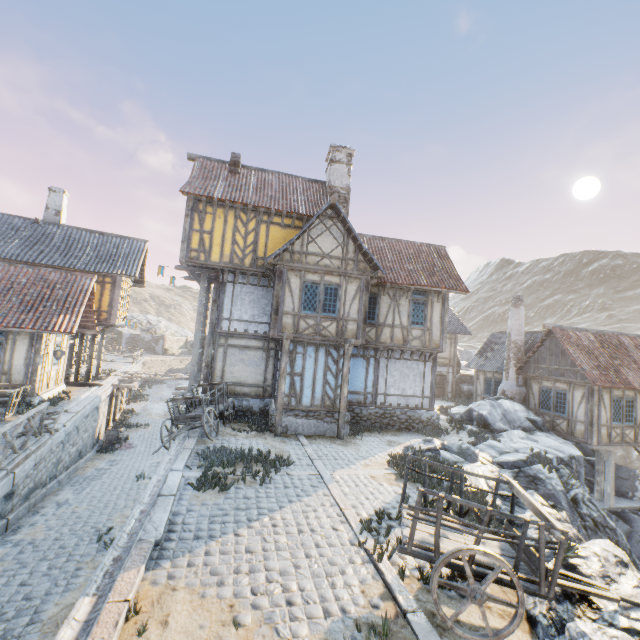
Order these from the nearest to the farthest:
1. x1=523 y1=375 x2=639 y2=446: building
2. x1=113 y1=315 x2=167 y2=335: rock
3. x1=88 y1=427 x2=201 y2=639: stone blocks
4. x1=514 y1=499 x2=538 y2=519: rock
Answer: x1=88 y1=427 x2=201 y2=639: stone blocks → x1=514 y1=499 x2=538 y2=519: rock → x1=523 y1=375 x2=639 y2=446: building → x1=113 y1=315 x2=167 y2=335: rock

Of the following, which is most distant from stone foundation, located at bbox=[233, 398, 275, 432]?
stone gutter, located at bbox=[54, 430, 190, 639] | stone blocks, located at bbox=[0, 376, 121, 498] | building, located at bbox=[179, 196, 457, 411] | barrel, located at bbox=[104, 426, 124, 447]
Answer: barrel, located at bbox=[104, 426, 124, 447]

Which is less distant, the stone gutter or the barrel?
the stone gutter

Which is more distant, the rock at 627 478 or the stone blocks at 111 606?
the rock at 627 478

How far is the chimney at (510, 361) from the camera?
19.9 meters

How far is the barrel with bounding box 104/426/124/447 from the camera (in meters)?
18.53

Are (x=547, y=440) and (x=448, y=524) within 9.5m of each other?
no

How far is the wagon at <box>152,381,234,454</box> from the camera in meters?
11.4
